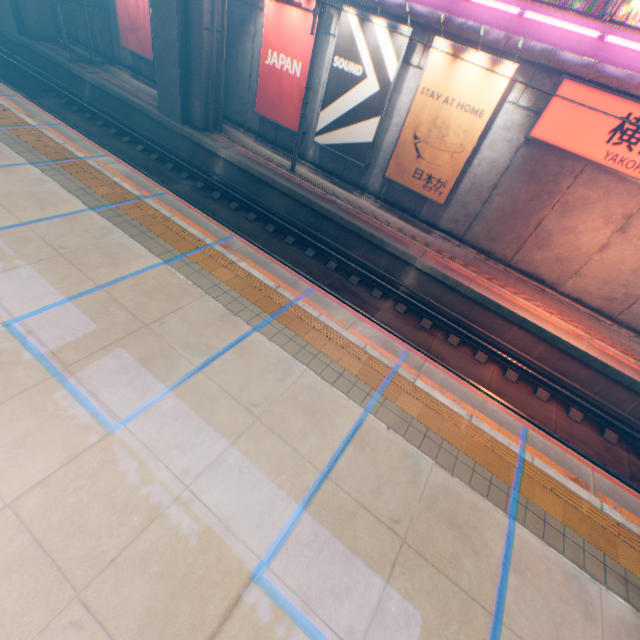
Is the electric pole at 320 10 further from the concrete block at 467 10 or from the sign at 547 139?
the sign at 547 139

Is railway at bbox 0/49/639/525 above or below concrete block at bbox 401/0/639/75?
below

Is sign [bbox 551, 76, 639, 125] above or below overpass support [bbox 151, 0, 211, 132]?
above

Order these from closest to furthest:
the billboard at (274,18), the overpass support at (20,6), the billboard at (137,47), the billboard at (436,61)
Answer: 1. the billboard at (436,61)
2. the billboard at (274,18)
3. the billboard at (137,47)
4. the overpass support at (20,6)

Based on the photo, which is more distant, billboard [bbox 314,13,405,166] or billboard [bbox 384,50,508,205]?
billboard [bbox 314,13,405,166]

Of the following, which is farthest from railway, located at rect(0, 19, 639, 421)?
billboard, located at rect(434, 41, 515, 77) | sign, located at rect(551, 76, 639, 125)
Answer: sign, located at rect(551, 76, 639, 125)

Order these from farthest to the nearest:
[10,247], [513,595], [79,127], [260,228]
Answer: [79,127] < [260,228] < [10,247] < [513,595]

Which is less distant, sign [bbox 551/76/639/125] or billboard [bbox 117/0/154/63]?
sign [bbox 551/76/639/125]
